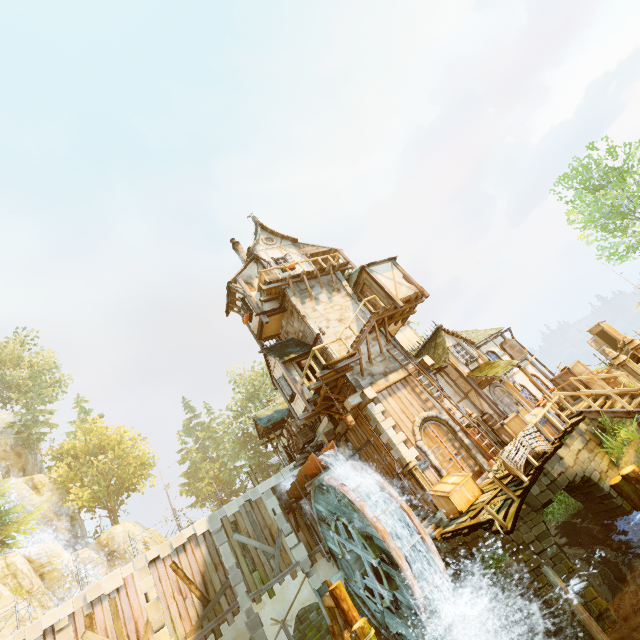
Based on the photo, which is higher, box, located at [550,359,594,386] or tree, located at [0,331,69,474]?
tree, located at [0,331,69,474]

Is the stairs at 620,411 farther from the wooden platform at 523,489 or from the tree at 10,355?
the tree at 10,355

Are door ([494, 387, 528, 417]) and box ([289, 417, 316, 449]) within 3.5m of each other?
no

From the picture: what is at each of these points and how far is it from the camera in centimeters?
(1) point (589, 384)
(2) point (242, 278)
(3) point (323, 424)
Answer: (1) box, 1349cm
(2) building, 1919cm
(3) building, 1844cm

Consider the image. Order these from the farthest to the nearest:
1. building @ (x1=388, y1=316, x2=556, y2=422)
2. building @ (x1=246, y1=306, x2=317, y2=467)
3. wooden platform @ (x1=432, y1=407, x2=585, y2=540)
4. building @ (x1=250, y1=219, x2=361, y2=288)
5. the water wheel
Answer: building @ (x1=250, y1=219, x2=361, y2=288), building @ (x1=246, y1=306, x2=317, y2=467), building @ (x1=388, y1=316, x2=556, y2=422), the water wheel, wooden platform @ (x1=432, y1=407, x2=585, y2=540)

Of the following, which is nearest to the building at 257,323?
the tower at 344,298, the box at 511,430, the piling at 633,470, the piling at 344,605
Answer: the tower at 344,298

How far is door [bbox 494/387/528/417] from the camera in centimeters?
1516cm

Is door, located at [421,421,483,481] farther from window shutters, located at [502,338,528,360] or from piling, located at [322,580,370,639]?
window shutters, located at [502,338,528,360]
